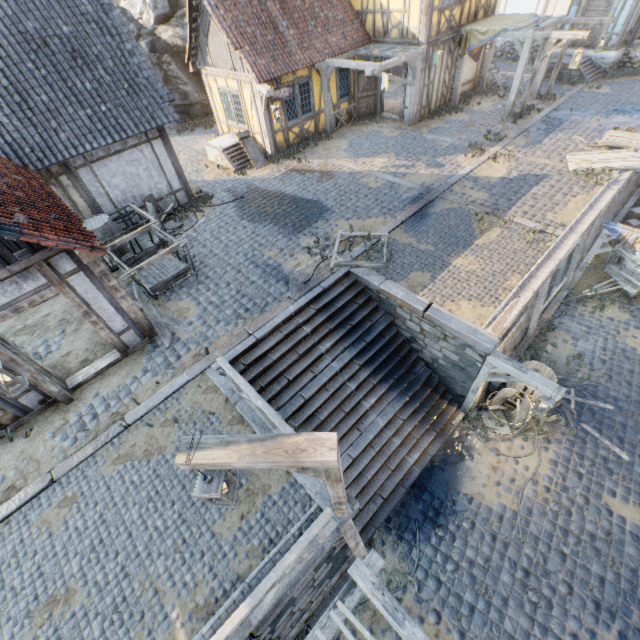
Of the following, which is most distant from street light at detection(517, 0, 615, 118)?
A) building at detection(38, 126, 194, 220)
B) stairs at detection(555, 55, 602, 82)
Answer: building at detection(38, 126, 194, 220)

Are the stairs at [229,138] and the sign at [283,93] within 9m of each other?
yes

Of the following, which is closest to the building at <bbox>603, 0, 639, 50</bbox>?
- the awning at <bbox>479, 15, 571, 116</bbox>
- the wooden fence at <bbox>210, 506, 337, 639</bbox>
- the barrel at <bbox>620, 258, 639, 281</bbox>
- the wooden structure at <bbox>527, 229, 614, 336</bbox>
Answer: the awning at <bbox>479, 15, 571, 116</bbox>

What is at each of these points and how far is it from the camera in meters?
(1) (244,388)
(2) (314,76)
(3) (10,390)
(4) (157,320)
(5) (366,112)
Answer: (1) wooden fence, 5.5 m
(2) building, 13.8 m
(3) street light, 4.9 m
(4) wood chunk, 8.3 m
(5) door, 16.2 m

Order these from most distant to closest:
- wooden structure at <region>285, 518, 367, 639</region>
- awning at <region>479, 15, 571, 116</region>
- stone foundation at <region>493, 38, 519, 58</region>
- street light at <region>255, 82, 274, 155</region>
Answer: stone foundation at <region>493, 38, 519, 58</region>, awning at <region>479, 15, 571, 116</region>, street light at <region>255, 82, 274, 155</region>, wooden structure at <region>285, 518, 367, 639</region>

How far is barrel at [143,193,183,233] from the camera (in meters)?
10.59

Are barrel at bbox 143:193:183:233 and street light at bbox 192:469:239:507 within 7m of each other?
no

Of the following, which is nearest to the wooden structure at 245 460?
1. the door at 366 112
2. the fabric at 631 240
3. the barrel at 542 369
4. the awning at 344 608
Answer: the awning at 344 608
